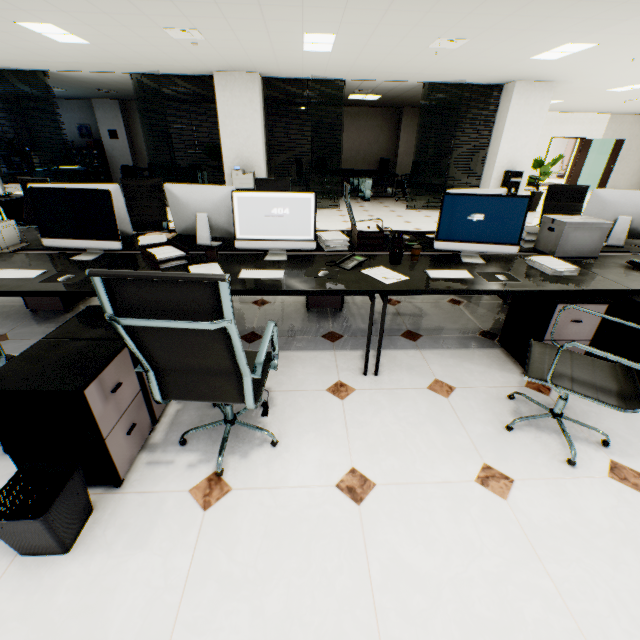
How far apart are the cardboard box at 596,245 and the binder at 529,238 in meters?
0.0

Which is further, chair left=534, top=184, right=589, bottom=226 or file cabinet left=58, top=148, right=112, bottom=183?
file cabinet left=58, top=148, right=112, bottom=183

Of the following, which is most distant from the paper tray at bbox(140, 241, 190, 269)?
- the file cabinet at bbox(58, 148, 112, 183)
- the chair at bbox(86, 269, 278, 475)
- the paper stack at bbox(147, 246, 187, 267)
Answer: the file cabinet at bbox(58, 148, 112, 183)

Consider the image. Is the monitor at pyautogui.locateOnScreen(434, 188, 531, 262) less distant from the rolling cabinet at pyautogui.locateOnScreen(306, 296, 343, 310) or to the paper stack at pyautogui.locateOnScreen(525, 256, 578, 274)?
the paper stack at pyautogui.locateOnScreen(525, 256, 578, 274)

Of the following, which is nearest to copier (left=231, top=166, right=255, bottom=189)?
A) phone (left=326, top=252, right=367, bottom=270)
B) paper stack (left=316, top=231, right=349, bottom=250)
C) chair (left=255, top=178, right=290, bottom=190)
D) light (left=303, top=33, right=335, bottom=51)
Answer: light (left=303, top=33, right=335, bottom=51)

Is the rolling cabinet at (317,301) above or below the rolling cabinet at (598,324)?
below

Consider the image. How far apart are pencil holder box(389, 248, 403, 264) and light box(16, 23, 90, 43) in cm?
598

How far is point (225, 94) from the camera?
7.4m
